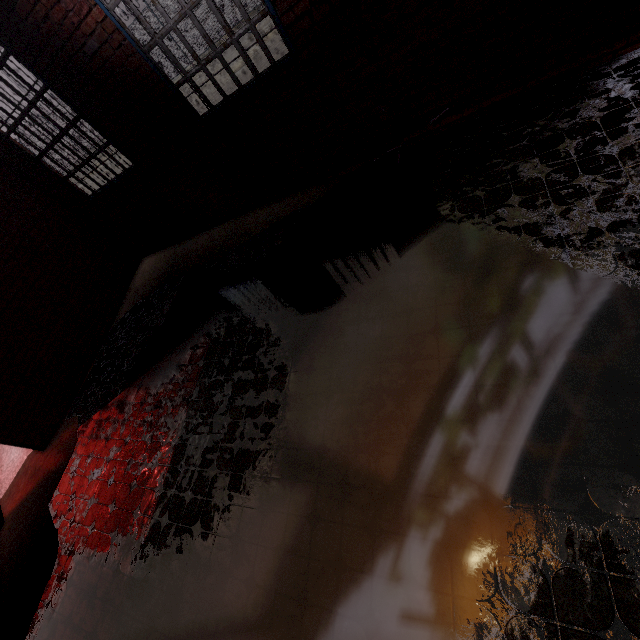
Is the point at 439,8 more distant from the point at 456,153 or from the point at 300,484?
the point at 300,484

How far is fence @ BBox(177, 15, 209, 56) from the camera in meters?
16.3 m

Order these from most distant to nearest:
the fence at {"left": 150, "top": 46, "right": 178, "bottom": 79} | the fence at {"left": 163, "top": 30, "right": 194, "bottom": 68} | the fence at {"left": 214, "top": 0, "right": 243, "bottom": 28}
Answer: the fence at {"left": 150, "top": 46, "right": 178, "bottom": 79}, the fence at {"left": 163, "top": 30, "right": 194, "bottom": 68}, the fence at {"left": 214, "top": 0, "right": 243, "bottom": 28}

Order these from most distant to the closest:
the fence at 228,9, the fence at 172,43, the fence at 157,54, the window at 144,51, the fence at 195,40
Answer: the fence at 157,54 → the fence at 172,43 → the fence at 195,40 → the fence at 228,9 → the window at 144,51

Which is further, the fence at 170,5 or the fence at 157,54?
the fence at 157,54

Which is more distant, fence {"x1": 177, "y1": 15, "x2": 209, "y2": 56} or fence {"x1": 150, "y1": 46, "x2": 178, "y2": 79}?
fence {"x1": 150, "y1": 46, "x2": 178, "y2": 79}
